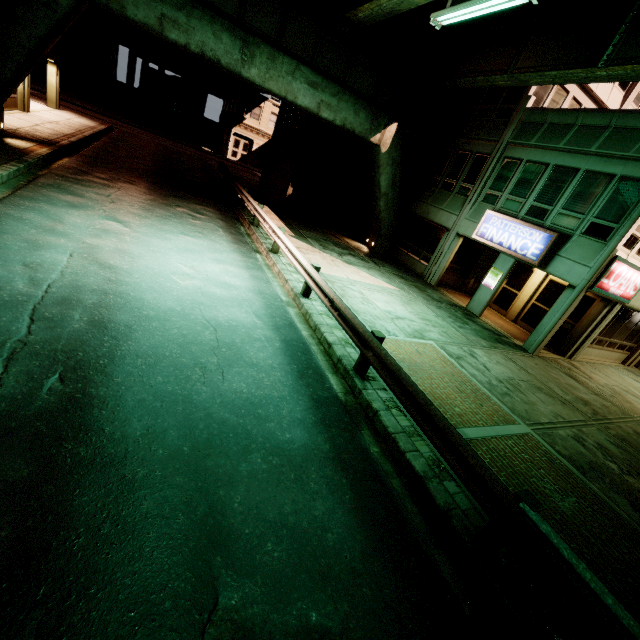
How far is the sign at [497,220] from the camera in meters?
12.8

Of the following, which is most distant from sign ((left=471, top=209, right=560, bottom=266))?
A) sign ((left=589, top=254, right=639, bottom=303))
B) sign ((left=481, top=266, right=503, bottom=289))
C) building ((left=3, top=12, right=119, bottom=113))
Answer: building ((left=3, top=12, right=119, bottom=113))

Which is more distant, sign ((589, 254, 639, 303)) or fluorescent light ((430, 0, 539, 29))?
sign ((589, 254, 639, 303))

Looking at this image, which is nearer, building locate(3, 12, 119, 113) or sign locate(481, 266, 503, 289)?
sign locate(481, 266, 503, 289)

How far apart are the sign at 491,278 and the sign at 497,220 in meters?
1.0 m

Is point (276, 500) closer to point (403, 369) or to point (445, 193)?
point (403, 369)

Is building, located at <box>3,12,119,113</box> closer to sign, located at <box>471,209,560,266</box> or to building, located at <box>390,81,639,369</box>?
building, located at <box>390,81,639,369</box>

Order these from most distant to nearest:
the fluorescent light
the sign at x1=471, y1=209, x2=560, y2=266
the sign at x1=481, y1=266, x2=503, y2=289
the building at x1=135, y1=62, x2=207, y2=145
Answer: the building at x1=135, y1=62, x2=207, y2=145
the sign at x1=481, y1=266, x2=503, y2=289
the sign at x1=471, y1=209, x2=560, y2=266
the fluorescent light
